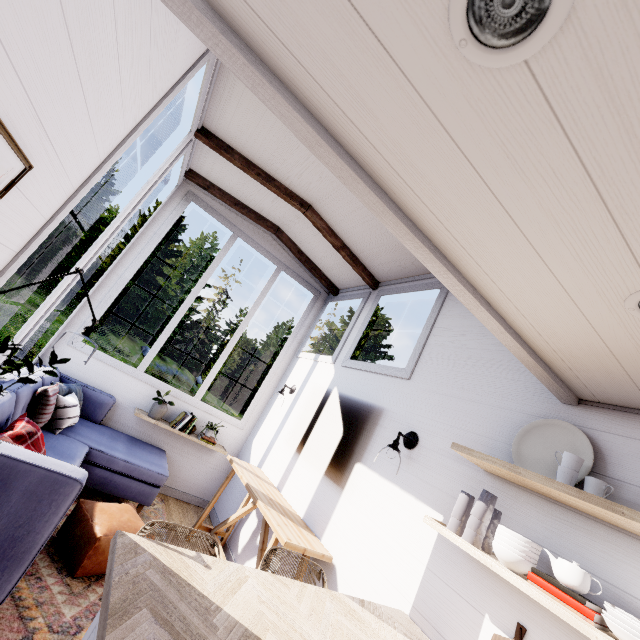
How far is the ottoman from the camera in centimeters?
233cm

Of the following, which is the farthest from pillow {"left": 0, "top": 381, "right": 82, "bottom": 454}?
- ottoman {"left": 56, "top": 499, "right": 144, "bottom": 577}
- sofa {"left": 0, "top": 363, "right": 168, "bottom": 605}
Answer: ottoman {"left": 56, "top": 499, "right": 144, "bottom": 577}

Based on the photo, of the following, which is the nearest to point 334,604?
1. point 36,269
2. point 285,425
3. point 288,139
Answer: point 285,425

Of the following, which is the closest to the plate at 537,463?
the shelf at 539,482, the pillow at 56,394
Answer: the shelf at 539,482

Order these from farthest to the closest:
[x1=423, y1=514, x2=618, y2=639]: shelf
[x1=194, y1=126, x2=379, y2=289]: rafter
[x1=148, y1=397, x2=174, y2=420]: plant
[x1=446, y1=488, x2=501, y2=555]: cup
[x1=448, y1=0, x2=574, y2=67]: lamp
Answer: [x1=148, y1=397, x2=174, y2=420]: plant, [x1=194, y1=126, x2=379, y2=289]: rafter, [x1=446, y1=488, x2=501, y2=555]: cup, [x1=423, y1=514, x2=618, y2=639]: shelf, [x1=448, y1=0, x2=574, y2=67]: lamp

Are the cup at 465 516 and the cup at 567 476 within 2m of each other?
yes

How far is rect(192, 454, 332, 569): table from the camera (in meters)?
2.45

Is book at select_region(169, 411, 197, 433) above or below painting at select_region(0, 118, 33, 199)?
below
